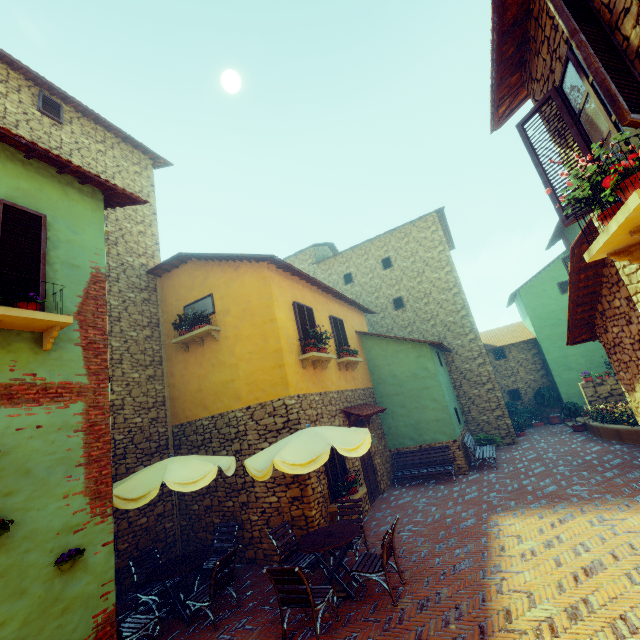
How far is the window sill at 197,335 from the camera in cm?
908

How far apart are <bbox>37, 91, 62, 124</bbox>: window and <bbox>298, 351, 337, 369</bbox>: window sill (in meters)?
9.65

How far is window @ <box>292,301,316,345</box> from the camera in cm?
926

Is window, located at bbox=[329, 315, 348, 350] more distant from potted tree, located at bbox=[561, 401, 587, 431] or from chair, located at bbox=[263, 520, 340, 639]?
potted tree, located at bbox=[561, 401, 587, 431]

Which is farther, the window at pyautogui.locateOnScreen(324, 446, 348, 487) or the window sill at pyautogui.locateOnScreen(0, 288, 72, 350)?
the window at pyautogui.locateOnScreen(324, 446, 348, 487)

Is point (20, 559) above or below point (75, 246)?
below

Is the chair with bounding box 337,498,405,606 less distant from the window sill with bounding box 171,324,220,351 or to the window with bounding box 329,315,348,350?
the window with bounding box 329,315,348,350

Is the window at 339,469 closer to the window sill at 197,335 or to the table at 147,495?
the table at 147,495
